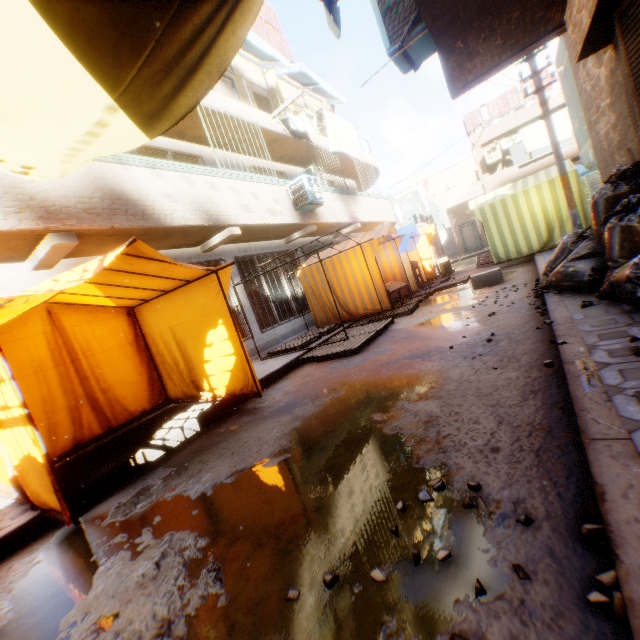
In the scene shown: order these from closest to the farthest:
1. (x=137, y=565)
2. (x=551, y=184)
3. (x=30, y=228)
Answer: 1. (x=137, y=565)
2. (x=30, y=228)
3. (x=551, y=184)

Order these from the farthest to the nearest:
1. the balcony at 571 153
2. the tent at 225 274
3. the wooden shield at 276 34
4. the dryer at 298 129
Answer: the balcony at 571 153
the wooden shield at 276 34
the dryer at 298 129
the tent at 225 274

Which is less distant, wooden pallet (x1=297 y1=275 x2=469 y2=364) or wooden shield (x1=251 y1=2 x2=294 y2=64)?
wooden pallet (x1=297 y1=275 x2=469 y2=364)

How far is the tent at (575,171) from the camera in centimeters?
949cm

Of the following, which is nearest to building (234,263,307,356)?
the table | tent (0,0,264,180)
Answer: tent (0,0,264,180)

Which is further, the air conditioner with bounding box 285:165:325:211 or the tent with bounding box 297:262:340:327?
the tent with bounding box 297:262:340:327

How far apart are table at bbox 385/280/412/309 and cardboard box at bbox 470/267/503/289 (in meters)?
1.26

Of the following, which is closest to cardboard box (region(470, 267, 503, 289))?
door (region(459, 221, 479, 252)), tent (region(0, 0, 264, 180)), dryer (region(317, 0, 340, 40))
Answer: tent (region(0, 0, 264, 180))
